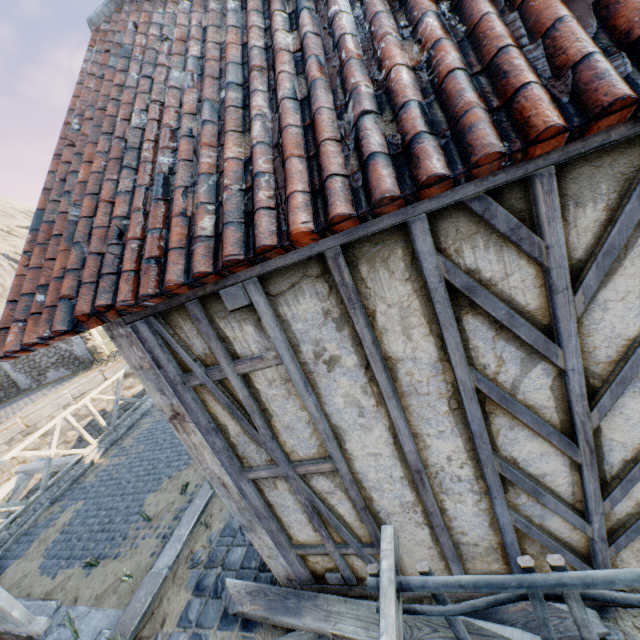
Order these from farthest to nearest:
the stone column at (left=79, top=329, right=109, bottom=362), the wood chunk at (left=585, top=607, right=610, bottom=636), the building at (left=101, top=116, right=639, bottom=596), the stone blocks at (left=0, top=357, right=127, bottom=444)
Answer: the stone column at (left=79, top=329, right=109, bottom=362), the stone blocks at (left=0, top=357, right=127, bottom=444), the wood chunk at (left=585, top=607, right=610, bottom=636), the building at (left=101, top=116, right=639, bottom=596)

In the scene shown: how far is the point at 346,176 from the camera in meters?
1.4

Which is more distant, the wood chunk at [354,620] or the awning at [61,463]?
the awning at [61,463]

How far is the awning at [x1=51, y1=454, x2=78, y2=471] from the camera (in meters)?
8.05

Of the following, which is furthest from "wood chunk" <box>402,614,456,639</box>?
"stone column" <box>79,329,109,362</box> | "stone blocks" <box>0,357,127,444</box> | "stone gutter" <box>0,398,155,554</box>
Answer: "stone column" <box>79,329,109,362</box>

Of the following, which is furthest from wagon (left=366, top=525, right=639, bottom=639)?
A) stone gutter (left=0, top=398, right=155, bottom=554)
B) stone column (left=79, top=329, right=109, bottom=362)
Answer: stone column (left=79, top=329, right=109, bottom=362)

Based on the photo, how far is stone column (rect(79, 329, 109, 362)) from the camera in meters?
16.5 m

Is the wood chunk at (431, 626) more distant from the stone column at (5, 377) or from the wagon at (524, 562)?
the stone column at (5, 377)
